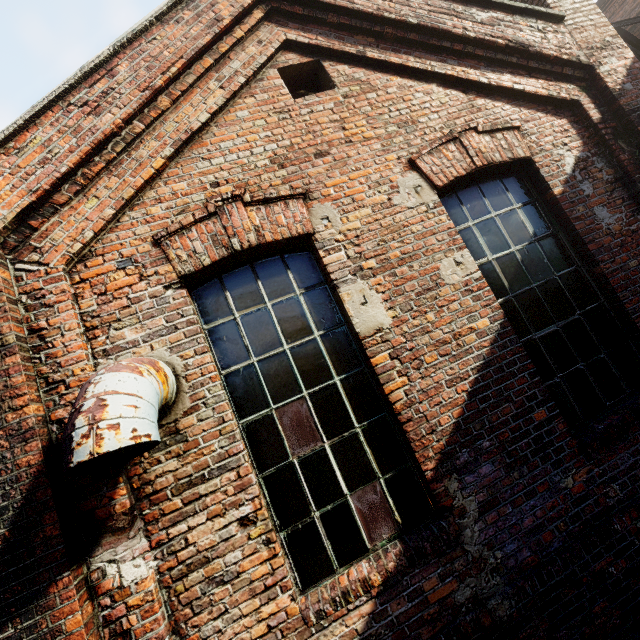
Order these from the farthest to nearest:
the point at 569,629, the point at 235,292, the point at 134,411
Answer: the point at 235,292, the point at 569,629, the point at 134,411
